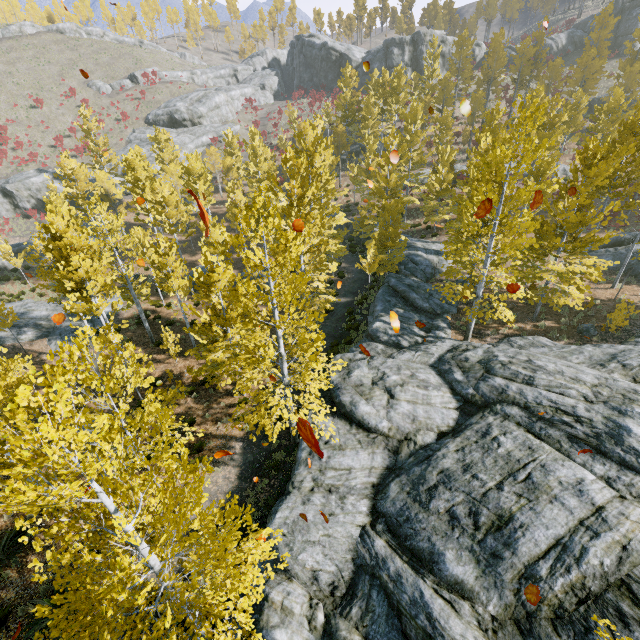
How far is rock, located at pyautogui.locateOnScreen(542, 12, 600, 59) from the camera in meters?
48.7 m

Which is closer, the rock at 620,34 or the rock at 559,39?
the rock at 620,34

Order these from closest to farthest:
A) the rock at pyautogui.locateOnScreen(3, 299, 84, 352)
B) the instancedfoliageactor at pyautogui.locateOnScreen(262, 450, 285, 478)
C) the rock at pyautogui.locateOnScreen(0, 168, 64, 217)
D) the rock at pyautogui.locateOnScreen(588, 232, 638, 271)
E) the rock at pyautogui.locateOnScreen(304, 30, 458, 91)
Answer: the instancedfoliageactor at pyautogui.locateOnScreen(262, 450, 285, 478) → the rock at pyautogui.locateOnScreen(3, 299, 84, 352) → the rock at pyautogui.locateOnScreen(588, 232, 638, 271) → the rock at pyautogui.locateOnScreen(0, 168, 64, 217) → the rock at pyautogui.locateOnScreen(304, 30, 458, 91)

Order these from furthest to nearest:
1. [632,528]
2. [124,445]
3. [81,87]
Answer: [81,87] → [632,528] → [124,445]

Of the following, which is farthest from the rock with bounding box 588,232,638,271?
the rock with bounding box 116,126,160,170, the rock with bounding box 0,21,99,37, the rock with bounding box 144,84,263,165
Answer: the rock with bounding box 0,21,99,37

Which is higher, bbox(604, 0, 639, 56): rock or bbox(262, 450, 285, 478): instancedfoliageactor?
bbox(604, 0, 639, 56): rock

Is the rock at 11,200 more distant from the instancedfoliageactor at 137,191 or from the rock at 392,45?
the rock at 392,45

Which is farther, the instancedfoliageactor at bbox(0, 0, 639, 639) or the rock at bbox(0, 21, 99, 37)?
the rock at bbox(0, 21, 99, 37)
